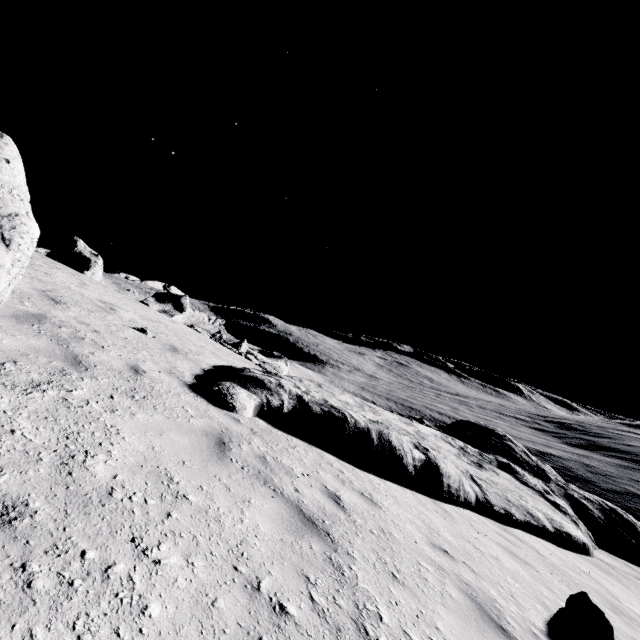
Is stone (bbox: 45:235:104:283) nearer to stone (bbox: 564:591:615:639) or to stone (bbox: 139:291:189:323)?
stone (bbox: 139:291:189:323)

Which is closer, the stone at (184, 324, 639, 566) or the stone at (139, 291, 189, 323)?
the stone at (184, 324, 639, 566)

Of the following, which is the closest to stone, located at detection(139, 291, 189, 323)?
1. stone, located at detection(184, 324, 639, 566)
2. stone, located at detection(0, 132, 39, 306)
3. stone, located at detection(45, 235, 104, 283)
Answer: stone, located at detection(45, 235, 104, 283)

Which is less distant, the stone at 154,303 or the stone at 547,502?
the stone at 547,502

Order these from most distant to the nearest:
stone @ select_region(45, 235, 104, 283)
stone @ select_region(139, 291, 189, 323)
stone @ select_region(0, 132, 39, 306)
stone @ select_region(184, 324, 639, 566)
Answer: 1. stone @ select_region(139, 291, 189, 323)
2. stone @ select_region(45, 235, 104, 283)
3. stone @ select_region(184, 324, 639, 566)
4. stone @ select_region(0, 132, 39, 306)

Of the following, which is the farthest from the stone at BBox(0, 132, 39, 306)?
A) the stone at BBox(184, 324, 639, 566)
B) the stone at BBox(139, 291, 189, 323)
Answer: the stone at BBox(139, 291, 189, 323)

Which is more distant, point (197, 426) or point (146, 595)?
point (197, 426)

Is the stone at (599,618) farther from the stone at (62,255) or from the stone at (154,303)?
the stone at (62,255)
